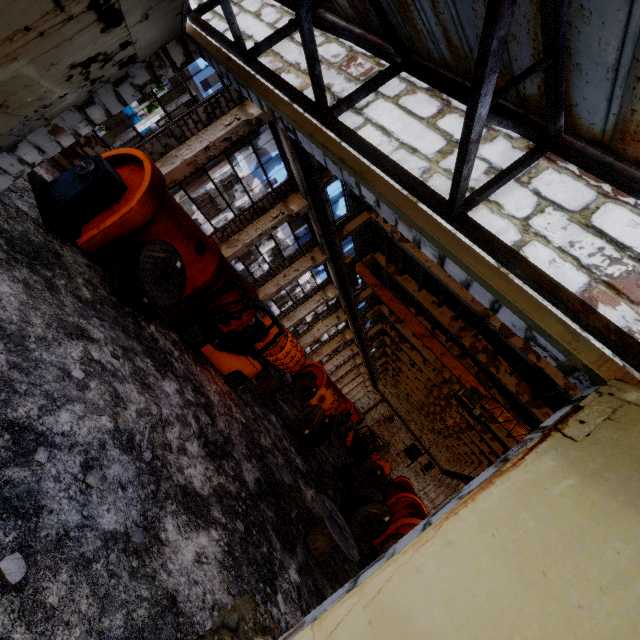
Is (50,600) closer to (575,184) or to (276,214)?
(575,184)

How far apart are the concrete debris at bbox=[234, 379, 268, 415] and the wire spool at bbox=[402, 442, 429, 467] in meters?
8.4

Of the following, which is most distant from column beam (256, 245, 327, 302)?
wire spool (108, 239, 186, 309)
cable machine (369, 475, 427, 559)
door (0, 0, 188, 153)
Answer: door (0, 0, 188, 153)

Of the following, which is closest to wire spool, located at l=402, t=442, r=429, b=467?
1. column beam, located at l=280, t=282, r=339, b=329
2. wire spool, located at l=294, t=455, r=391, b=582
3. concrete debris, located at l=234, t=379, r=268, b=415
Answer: wire spool, located at l=294, t=455, r=391, b=582

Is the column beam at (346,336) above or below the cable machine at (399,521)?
above

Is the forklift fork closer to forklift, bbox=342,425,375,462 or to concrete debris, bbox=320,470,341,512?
concrete debris, bbox=320,470,341,512

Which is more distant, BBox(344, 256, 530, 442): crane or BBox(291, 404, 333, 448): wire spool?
BBox(344, 256, 530, 442): crane

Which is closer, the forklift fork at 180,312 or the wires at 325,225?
the forklift fork at 180,312
